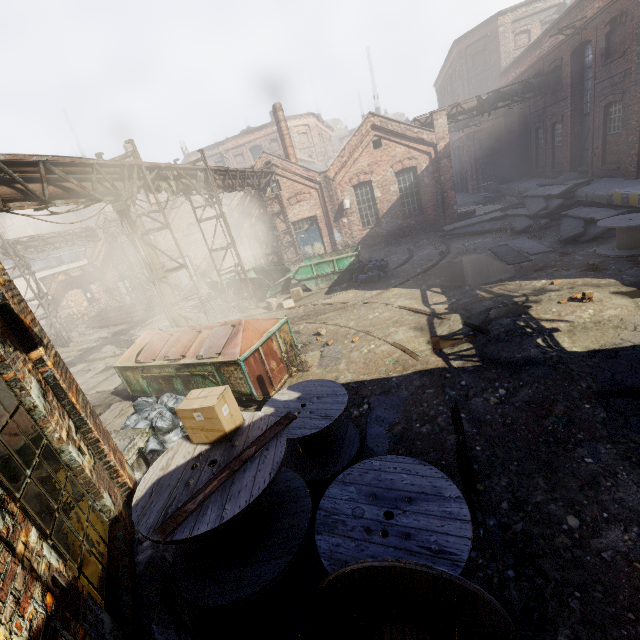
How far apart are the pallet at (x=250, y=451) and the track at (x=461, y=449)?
2.5m

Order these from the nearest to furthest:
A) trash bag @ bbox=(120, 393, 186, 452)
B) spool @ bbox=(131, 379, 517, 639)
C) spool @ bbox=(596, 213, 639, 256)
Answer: spool @ bbox=(131, 379, 517, 639), trash bag @ bbox=(120, 393, 186, 452), spool @ bbox=(596, 213, 639, 256)

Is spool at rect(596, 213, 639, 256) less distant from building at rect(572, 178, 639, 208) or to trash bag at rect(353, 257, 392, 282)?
building at rect(572, 178, 639, 208)

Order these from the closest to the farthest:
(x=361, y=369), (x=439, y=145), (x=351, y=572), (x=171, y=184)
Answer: (x=351, y=572) → (x=361, y=369) → (x=171, y=184) → (x=439, y=145)

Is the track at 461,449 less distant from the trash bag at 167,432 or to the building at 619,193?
the trash bag at 167,432

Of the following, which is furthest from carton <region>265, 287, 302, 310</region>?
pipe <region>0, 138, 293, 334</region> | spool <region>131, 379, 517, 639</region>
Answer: spool <region>131, 379, 517, 639</region>

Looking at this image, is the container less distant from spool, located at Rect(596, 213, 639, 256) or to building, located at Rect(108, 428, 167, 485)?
spool, located at Rect(596, 213, 639, 256)

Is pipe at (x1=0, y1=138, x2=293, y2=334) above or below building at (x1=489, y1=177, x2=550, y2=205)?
above
